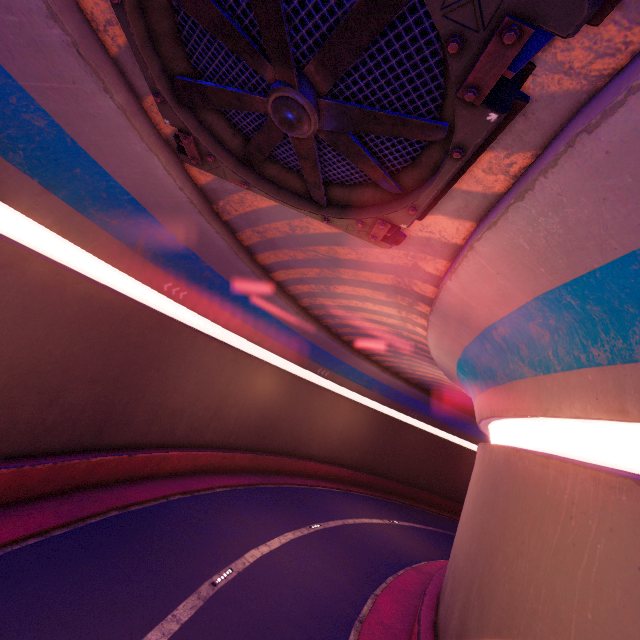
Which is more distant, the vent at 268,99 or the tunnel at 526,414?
the tunnel at 526,414

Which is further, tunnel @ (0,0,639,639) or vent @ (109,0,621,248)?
tunnel @ (0,0,639,639)

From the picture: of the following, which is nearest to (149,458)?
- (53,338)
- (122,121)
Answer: (53,338)
